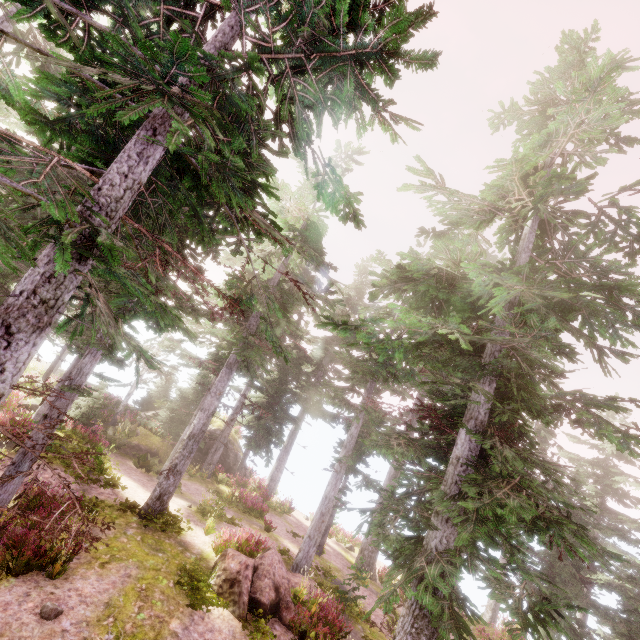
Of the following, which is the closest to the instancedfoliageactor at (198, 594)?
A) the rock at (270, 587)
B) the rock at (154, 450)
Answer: the rock at (154, 450)

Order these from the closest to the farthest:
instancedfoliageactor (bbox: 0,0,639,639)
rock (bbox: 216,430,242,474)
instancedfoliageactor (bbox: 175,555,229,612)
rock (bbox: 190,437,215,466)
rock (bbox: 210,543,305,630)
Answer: instancedfoliageactor (bbox: 0,0,639,639), instancedfoliageactor (bbox: 175,555,229,612), rock (bbox: 210,543,305,630), rock (bbox: 190,437,215,466), rock (bbox: 216,430,242,474)

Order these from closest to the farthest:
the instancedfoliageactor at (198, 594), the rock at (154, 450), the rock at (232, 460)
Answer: the instancedfoliageactor at (198, 594)
the rock at (154, 450)
the rock at (232, 460)

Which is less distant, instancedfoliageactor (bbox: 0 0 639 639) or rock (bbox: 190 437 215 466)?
instancedfoliageactor (bbox: 0 0 639 639)

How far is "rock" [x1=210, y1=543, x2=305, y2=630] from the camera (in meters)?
10.30

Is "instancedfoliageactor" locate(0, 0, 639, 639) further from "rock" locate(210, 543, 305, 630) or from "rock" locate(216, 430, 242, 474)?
"rock" locate(210, 543, 305, 630)

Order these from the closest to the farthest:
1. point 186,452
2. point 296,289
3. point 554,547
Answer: point 186,452
point 296,289
point 554,547

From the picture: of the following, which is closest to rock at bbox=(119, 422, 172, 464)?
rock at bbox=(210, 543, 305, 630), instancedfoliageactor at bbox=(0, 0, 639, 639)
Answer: instancedfoliageactor at bbox=(0, 0, 639, 639)
